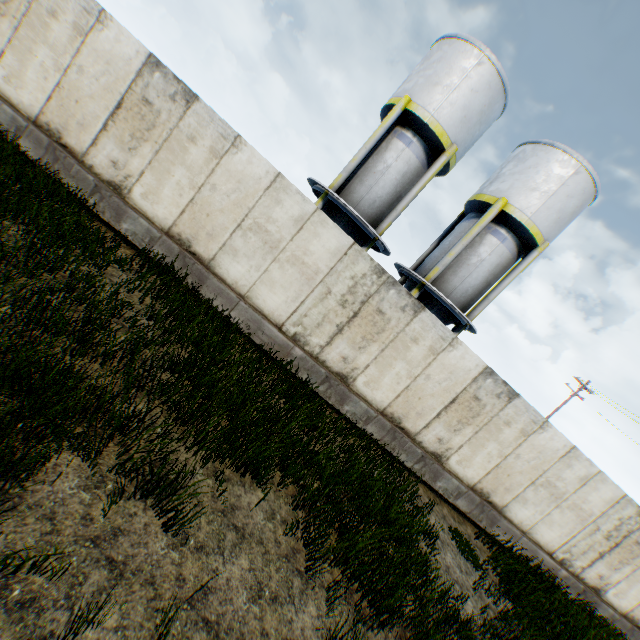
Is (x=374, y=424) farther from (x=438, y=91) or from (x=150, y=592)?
(x=438, y=91)

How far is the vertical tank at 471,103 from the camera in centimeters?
1227cm

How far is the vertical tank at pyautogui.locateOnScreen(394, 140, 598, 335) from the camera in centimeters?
1312cm

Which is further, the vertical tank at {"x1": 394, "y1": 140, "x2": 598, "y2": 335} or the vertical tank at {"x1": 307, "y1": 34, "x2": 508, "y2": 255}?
the vertical tank at {"x1": 394, "y1": 140, "x2": 598, "y2": 335}

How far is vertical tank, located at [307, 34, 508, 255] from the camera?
12.3 meters

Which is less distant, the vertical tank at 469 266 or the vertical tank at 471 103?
the vertical tank at 471 103
